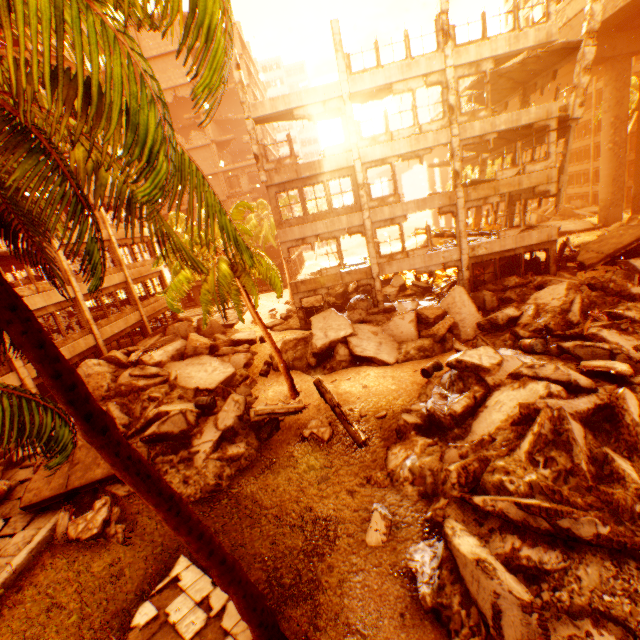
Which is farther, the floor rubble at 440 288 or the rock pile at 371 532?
the floor rubble at 440 288

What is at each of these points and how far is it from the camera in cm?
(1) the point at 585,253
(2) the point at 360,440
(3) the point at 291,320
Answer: (1) floor rubble, 1878
(2) floor rubble, 1079
(3) rock pile, 2466

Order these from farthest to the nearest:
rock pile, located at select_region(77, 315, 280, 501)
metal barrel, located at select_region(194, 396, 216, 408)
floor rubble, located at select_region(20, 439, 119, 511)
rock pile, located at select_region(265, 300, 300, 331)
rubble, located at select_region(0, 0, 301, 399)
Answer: rock pile, located at select_region(265, 300, 300, 331)
metal barrel, located at select_region(194, 396, 216, 408)
rock pile, located at select_region(77, 315, 280, 501)
floor rubble, located at select_region(20, 439, 119, 511)
rubble, located at select_region(0, 0, 301, 399)

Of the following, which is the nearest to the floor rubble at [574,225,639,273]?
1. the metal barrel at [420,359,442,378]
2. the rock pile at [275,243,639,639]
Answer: the rock pile at [275,243,639,639]

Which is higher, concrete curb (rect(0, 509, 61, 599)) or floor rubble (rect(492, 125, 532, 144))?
floor rubble (rect(492, 125, 532, 144))

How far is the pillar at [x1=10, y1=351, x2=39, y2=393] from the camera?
14.6 meters

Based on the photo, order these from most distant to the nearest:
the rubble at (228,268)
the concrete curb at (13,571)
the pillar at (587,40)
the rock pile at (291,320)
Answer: the rock pile at (291,320) < the pillar at (587,40) < the concrete curb at (13,571) < the rubble at (228,268)

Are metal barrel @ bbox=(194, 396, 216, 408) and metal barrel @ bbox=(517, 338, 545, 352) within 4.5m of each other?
no
